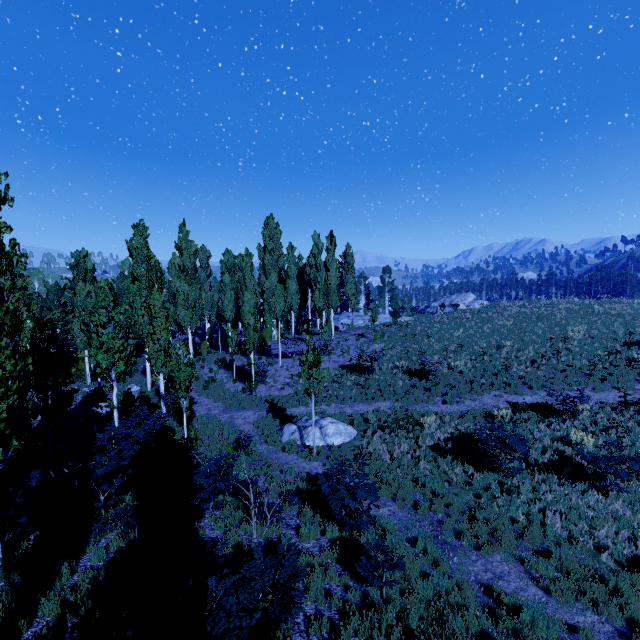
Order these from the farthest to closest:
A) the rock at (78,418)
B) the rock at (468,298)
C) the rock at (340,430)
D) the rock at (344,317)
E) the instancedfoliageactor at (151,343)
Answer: the rock at (468,298) < the rock at (344,317) < the rock at (340,430) < the rock at (78,418) < the instancedfoliageactor at (151,343)

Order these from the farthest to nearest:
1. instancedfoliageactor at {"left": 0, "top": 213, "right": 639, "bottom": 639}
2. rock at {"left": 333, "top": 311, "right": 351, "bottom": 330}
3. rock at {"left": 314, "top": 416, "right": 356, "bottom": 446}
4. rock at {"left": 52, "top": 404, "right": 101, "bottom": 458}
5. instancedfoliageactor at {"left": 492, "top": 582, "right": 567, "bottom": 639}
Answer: rock at {"left": 333, "top": 311, "right": 351, "bottom": 330} → rock at {"left": 314, "top": 416, "right": 356, "bottom": 446} → rock at {"left": 52, "top": 404, "right": 101, "bottom": 458} → instancedfoliageactor at {"left": 492, "top": 582, "right": 567, "bottom": 639} → instancedfoliageactor at {"left": 0, "top": 213, "right": 639, "bottom": 639}

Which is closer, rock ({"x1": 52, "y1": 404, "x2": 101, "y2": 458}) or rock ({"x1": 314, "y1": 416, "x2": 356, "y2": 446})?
rock ({"x1": 52, "y1": 404, "x2": 101, "y2": 458})

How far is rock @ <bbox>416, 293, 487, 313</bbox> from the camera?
47.66m

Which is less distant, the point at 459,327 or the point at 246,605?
the point at 246,605

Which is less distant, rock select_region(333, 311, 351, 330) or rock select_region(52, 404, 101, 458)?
rock select_region(52, 404, 101, 458)

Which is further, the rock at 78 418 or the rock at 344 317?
the rock at 344 317

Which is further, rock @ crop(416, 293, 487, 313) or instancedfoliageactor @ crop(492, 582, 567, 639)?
rock @ crop(416, 293, 487, 313)
